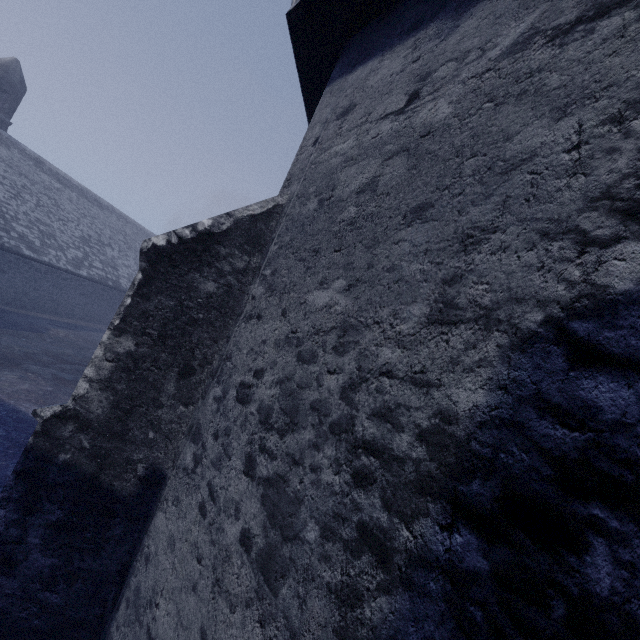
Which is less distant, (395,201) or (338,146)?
(395,201)
